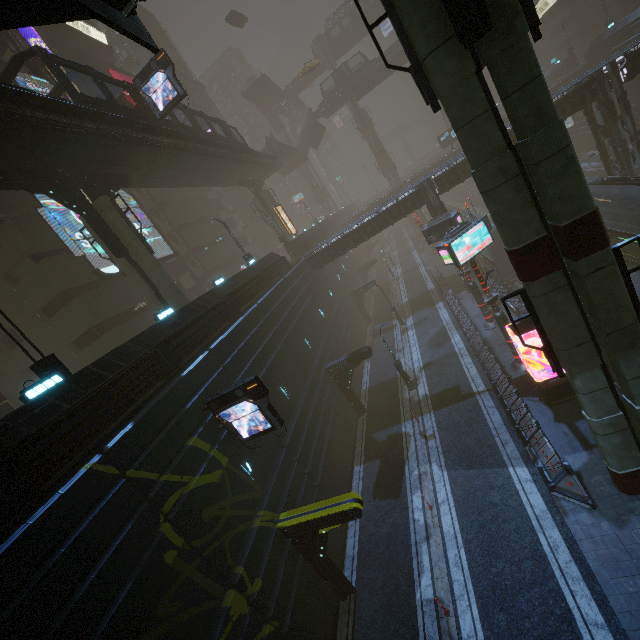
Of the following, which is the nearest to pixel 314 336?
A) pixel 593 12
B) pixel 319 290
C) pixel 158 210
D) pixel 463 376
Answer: pixel 319 290

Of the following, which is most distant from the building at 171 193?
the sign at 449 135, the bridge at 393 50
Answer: the bridge at 393 50

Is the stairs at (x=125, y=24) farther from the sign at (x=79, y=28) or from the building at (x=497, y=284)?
the sign at (x=79, y=28)

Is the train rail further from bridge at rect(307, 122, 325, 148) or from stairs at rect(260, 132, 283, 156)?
bridge at rect(307, 122, 325, 148)

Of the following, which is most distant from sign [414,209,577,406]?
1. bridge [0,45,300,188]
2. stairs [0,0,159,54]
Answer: bridge [0,45,300,188]

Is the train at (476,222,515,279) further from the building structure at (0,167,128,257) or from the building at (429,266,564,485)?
the building structure at (0,167,128,257)

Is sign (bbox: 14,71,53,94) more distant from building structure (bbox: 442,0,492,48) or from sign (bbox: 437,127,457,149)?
→ sign (bbox: 437,127,457,149)

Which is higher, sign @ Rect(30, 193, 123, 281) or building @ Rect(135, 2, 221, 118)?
building @ Rect(135, 2, 221, 118)
